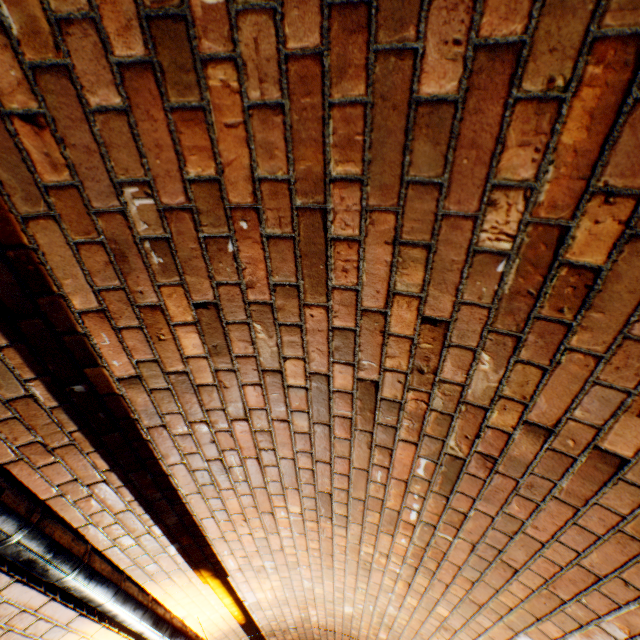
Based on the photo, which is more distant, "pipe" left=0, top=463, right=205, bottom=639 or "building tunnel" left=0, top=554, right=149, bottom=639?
"building tunnel" left=0, top=554, right=149, bottom=639

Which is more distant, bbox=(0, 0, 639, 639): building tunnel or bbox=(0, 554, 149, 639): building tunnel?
bbox=(0, 554, 149, 639): building tunnel

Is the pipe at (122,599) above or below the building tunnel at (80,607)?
below

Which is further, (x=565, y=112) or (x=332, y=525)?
(x=332, y=525)

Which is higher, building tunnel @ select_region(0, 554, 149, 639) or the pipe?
building tunnel @ select_region(0, 554, 149, 639)

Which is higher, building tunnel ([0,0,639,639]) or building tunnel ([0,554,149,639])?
building tunnel ([0,554,149,639])

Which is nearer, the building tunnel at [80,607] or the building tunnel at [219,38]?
the building tunnel at [219,38]
